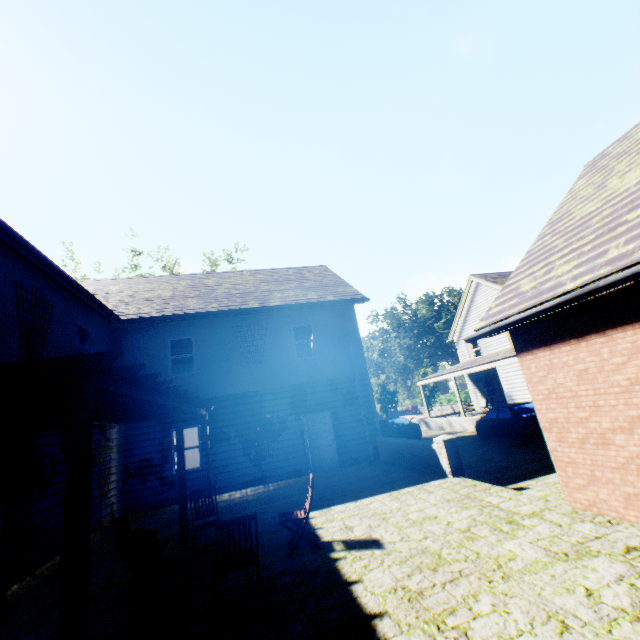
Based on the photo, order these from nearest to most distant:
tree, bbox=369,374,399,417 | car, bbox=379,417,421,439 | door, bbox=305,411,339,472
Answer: door, bbox=305,411,339,472, car, bbox=379,417,421,439, tree, bbox=369,374,399,417

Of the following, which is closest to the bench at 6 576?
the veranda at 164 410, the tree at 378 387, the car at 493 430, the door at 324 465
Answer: the veranda at 164 410

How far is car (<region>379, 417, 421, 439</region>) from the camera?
18.8 meters

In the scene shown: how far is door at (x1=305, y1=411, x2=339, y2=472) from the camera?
12.30m

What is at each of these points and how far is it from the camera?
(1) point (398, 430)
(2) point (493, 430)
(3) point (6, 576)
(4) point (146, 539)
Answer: (1) car, 18.83m
(2) car, 15.02m
(3) bench, 5.23m
(4) chair, 4.18m

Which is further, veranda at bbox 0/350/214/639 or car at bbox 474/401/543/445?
car at bbox 474/401/543/445

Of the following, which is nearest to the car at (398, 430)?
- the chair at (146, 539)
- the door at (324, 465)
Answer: the door at (324, 465)

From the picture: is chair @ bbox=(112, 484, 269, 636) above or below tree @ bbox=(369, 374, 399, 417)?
below
